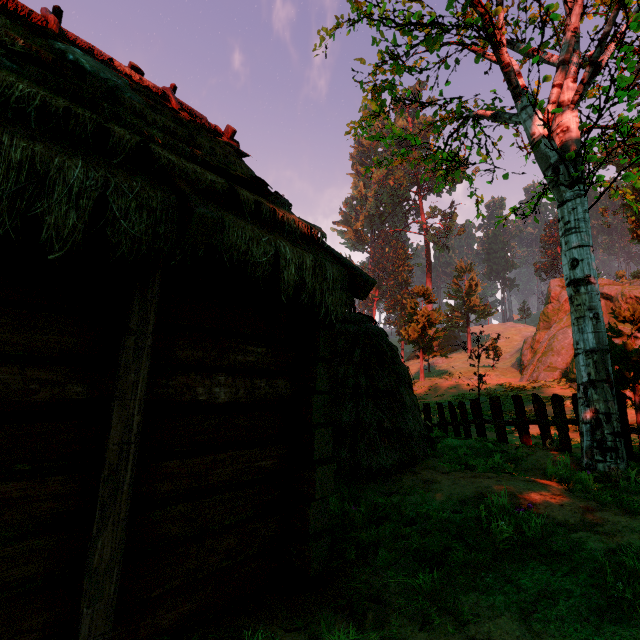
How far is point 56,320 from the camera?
2.3 meters

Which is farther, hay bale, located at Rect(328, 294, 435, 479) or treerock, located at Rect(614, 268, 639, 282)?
treerock, located at Rect(614, 268, 639, 282)

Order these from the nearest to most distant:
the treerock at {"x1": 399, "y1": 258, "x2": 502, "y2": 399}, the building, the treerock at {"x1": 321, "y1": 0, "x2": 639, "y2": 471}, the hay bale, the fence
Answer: the building < the hay bale < the treerock at {"x1": 321, "y1": 0, "x2": 639, "y2": 471} < the fence < the treerock at {"x1": 399, "y1": 258, "x2": 502, "y2": 399}

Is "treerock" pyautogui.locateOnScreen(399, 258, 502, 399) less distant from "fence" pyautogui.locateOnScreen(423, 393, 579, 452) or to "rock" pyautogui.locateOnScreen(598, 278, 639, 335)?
"fence" pyautogui.locateOnScreen(423, 393, 579, 452)

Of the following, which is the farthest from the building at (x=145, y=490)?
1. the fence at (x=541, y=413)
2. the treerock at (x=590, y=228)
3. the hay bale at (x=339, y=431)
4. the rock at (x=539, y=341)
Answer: the rock at (x=539, y=341)
